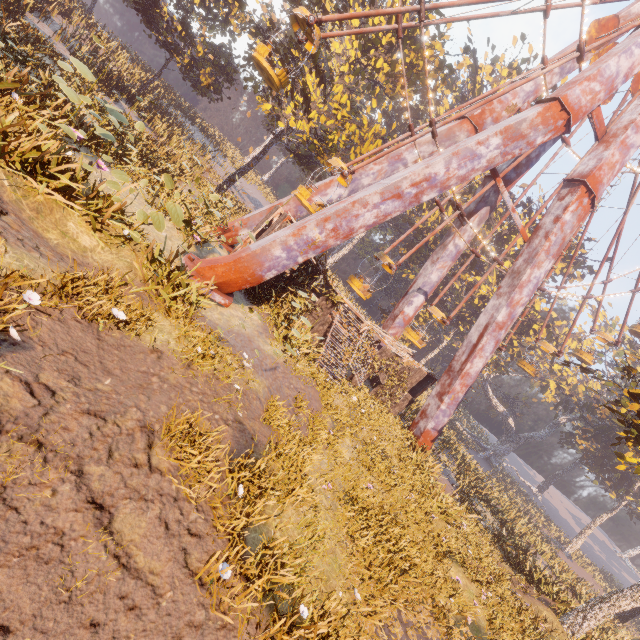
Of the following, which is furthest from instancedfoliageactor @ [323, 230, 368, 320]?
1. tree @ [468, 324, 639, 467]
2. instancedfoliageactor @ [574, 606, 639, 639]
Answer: instancedfoliageactor @ [574, 606, 639, 639]

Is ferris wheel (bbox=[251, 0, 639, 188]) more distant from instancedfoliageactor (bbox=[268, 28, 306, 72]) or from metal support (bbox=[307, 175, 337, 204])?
instancedfoliageactor (bbox=[268, 28, 306, 72])

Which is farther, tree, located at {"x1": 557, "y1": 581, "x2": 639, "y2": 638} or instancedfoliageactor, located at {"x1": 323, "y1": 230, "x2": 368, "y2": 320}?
instancedfoliageactor, located at {"x1": 323, "y1": 230, "x2": 368, "y2": 320}

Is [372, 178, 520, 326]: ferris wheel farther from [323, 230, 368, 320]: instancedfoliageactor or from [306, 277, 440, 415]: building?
[323, 230, 368, 320]: instancedfoliageactor

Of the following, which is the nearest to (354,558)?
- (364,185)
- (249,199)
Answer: (364,185)

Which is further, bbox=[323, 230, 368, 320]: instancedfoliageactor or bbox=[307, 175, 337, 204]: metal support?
bbox=[307, 175, 337, 204]: metal support

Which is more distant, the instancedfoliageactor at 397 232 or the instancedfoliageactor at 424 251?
the instancedfoliageactor at 424 251

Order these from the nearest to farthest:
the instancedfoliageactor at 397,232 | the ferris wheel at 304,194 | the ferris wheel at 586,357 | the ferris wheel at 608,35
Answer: the ferris wheel at 608,35, the ferris wheel at 304,194, the ferris wheel at 586,357, the instancedfoliageactor at 397,232
